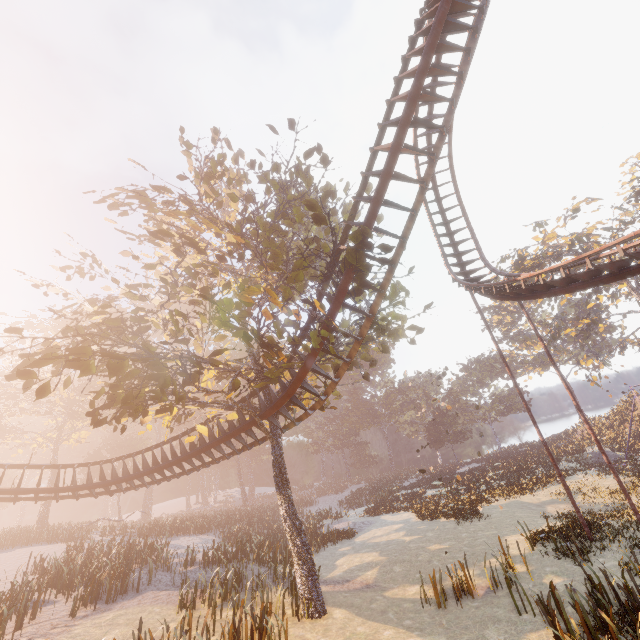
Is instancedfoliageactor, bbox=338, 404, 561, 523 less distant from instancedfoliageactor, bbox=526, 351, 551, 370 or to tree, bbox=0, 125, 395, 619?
tree, bbox=0, 125, 395, 619

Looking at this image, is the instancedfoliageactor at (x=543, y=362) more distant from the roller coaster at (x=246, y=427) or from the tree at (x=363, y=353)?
the tree at (x=363, y=353)

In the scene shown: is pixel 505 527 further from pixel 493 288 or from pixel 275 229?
pixel 275 229

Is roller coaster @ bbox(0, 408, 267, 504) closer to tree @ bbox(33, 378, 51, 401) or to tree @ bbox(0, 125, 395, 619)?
tree @ bbox(0, 125, 395, 619)

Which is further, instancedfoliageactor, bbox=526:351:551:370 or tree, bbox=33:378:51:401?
instancedfoliageactor, bbox=526:351:551:370

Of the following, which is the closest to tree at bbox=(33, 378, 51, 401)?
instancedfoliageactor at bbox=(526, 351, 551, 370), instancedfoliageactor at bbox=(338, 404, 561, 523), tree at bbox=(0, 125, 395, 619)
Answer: tree at bbox=(0, 125, 395, 619)

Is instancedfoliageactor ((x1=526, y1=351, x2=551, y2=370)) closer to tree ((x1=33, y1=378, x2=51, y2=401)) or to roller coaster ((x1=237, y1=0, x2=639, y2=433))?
roller coaster ((x1=237, y1=0, x2=639, y2=433))

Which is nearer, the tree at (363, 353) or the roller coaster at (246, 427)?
the tree at (363, 353)
